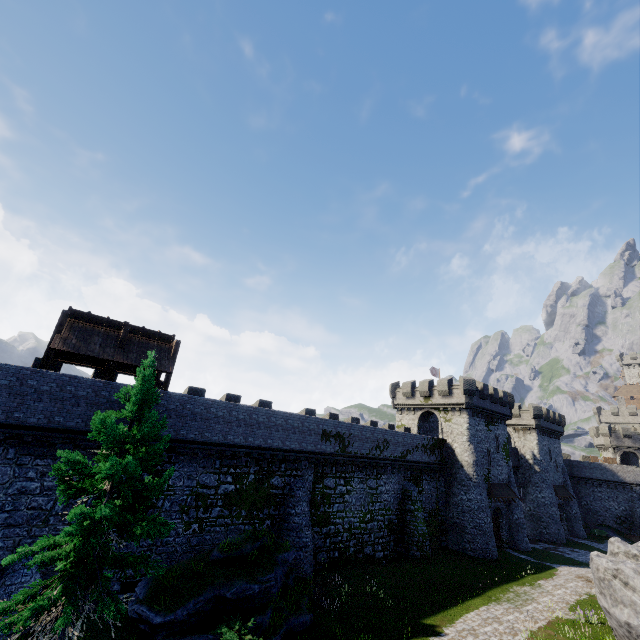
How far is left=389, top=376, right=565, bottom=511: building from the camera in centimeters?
3547cm

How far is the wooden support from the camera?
18.0m

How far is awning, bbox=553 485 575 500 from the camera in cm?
4453

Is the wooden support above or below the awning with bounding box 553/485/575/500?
above

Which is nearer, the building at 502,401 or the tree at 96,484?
the tree at 96,484

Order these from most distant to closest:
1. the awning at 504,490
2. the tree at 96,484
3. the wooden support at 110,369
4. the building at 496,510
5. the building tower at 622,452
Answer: the building tower at 622,452, the building at 496,510, the awning at 504,490, the wooden support at 110,369, the tree at 96,484

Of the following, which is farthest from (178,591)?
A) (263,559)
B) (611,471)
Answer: (611,471)

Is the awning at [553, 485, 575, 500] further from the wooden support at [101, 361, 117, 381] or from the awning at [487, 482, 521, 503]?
the wooden support at [101, 361, 117, 381]
